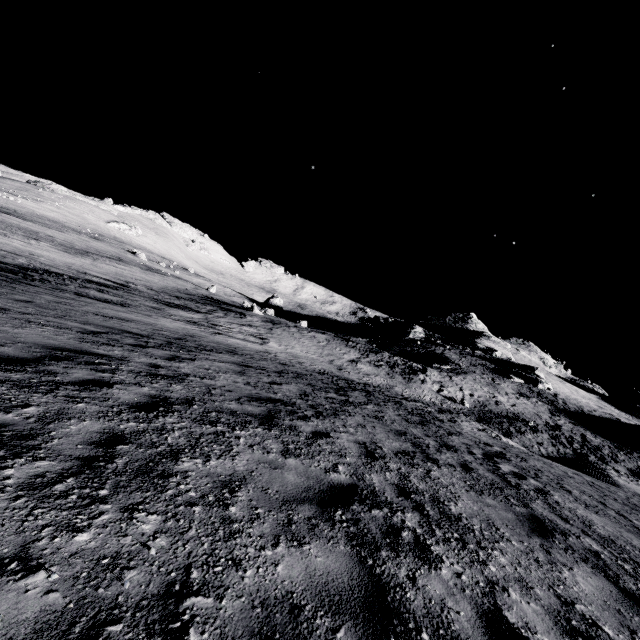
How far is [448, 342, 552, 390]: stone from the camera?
43.9 meters

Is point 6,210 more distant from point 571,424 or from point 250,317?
point 571,424

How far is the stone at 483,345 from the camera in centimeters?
4394cm
